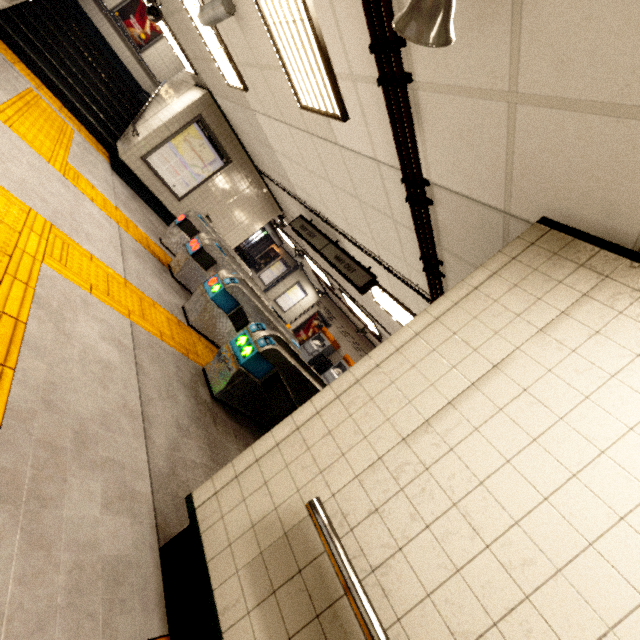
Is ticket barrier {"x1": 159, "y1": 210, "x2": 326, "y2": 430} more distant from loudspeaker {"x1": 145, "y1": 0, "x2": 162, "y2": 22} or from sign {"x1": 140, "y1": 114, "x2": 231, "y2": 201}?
loudspeaker {"x1": 145, "y1": 0, "x2": 162, "y2": 22}

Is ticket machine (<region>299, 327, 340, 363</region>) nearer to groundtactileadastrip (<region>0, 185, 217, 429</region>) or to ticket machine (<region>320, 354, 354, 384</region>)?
groundtactileadastrip (<region>0, 185, 217, 429</region>)

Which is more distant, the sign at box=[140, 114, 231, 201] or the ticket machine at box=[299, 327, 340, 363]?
the ticket machine at box=[299, 327, 340, 363]

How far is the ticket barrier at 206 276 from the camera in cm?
390

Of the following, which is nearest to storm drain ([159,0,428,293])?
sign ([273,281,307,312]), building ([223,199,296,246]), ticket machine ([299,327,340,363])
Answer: building ([223,199,296,246])

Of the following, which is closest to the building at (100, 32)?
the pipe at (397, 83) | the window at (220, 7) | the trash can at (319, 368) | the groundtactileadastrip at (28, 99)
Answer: the groundtactileadastrip at (28, 99)

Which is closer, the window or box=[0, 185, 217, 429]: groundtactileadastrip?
box=[0, 185, 217, 429]: groundtactileadastrip

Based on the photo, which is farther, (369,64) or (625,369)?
(369,64)
